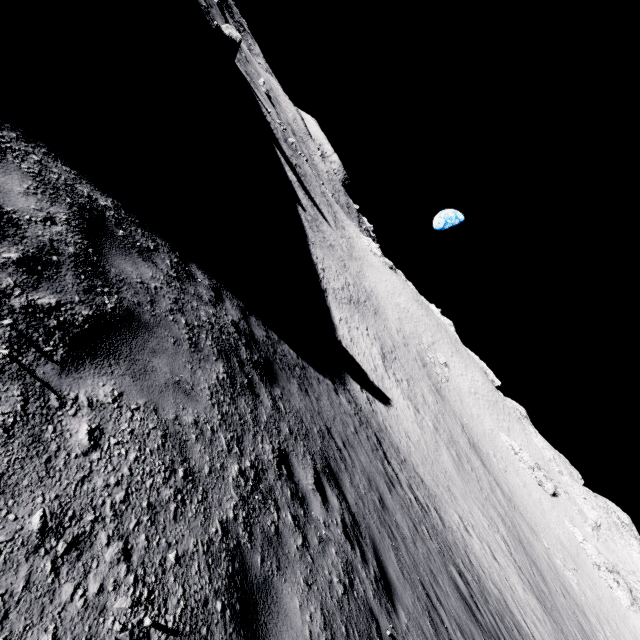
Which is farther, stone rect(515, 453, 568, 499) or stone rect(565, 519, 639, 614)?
stone rect(515, 453, 568, 499)

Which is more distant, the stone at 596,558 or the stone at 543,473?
the stone at 543,473

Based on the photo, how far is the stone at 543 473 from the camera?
57.1m

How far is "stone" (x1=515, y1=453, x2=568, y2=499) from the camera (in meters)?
57.10

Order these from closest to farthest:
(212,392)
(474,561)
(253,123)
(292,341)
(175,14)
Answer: (212,392) → (292,341) → (474,561) → (175,14) → (253,123)
